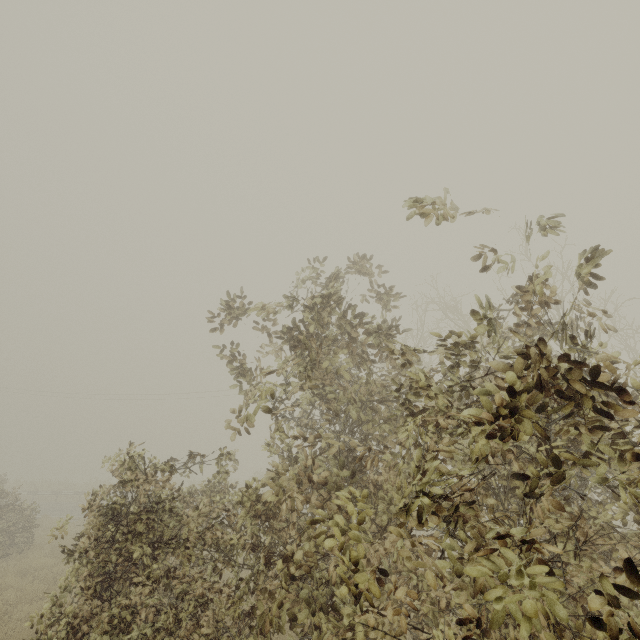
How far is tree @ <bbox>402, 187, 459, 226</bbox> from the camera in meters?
2.2 m

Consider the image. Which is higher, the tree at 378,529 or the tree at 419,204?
the tree at 419,204

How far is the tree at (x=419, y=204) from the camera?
2.2 meters

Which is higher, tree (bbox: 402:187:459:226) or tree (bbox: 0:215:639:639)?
tree (bbox: 402:187:459:226)

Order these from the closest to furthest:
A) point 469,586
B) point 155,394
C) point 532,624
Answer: point 532,624 < point 469,586 < point 155,394
